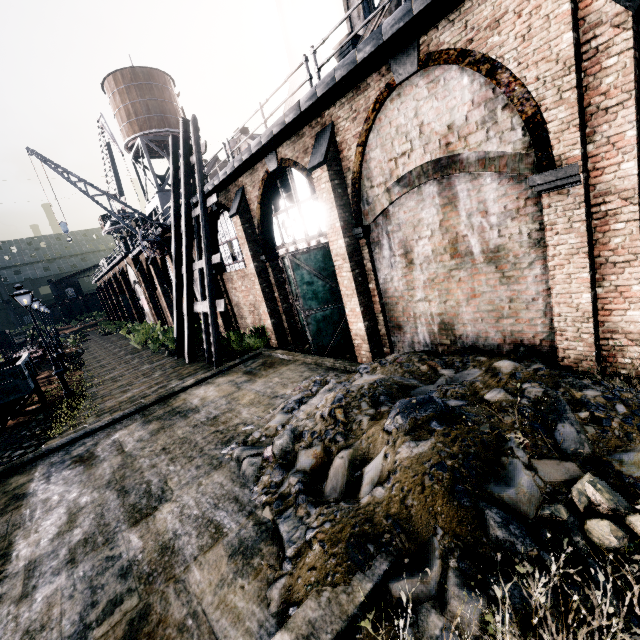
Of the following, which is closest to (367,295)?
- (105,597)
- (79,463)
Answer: (105,597)

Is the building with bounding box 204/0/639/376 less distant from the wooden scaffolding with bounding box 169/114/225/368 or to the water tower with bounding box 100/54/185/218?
the wooden scaffolding with bounding box 169/114/225/368

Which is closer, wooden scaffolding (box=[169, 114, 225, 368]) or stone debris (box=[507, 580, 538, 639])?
stone debris (box=[507, 580, 538, 639])

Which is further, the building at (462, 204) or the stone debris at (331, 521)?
the building at (462, 204)

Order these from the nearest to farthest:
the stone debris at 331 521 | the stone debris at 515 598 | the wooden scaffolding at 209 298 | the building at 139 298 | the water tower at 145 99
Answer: the stone debris at 515 598 < the stone debris at 331 521 < the wooden scaffolding at 209 298 < the building at 139 298 < the water tower at 145 99

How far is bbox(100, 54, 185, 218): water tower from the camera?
31.6m

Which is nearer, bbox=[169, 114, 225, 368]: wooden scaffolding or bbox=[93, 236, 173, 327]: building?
bbox=[169, 114, 225, 368]: wooden scaffolding

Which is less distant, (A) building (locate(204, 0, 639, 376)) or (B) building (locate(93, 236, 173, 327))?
(A) building (locate(204, 0, 639, 376))
